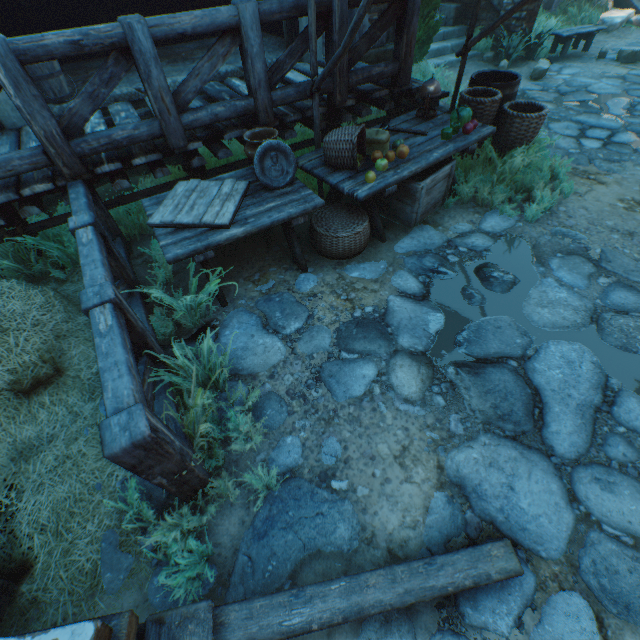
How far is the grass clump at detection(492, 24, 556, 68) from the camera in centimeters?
722cm

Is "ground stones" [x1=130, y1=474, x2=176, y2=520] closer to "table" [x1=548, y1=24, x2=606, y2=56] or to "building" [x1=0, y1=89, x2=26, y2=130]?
"building" [x1=0, y1=89, x2=26, y2=130]

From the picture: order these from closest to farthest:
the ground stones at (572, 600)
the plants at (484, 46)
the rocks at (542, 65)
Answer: the ground stones at (572, 600) < the rocks at (542, 65) < the plants at (484, 46)

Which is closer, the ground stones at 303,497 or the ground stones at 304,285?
the ground stones at 303,497

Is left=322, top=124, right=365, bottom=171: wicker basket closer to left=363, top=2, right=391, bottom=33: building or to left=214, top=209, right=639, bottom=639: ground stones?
left=214, top=209, right=639, bottom=639: ground stones

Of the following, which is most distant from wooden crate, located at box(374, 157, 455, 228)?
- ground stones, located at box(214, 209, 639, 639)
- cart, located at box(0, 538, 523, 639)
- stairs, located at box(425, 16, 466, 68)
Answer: stairs, located at box(425, 16, 466, 68)

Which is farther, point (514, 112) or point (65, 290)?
point (514, 112)

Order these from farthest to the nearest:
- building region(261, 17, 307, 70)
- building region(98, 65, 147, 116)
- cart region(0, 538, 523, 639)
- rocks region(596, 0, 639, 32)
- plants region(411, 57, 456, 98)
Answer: rocks region(596, 0, 639, 32) < plants region(411, 57, 456, 98) < building region(261, 17, 307, 70) < building region(98, 65, 147, 116) < cart region(0, 538, 523, 639)
